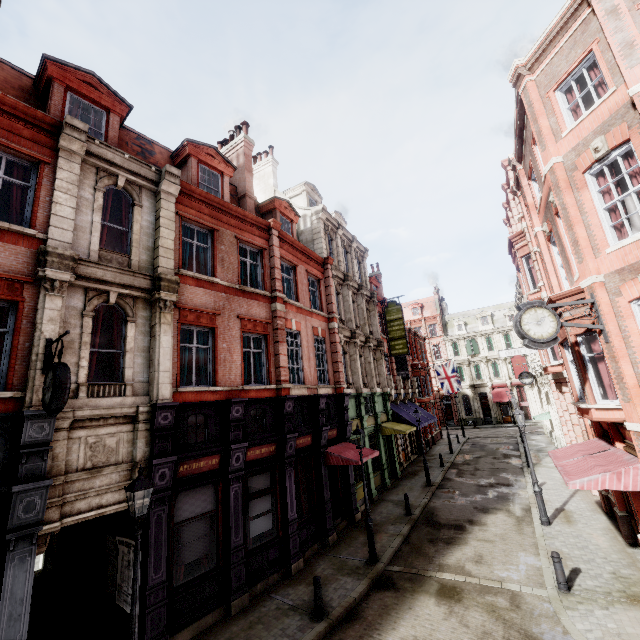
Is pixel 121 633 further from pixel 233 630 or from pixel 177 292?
pixel 177 292

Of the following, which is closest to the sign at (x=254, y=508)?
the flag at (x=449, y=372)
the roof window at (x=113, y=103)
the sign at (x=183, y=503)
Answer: the sign at (x=183, y=503)

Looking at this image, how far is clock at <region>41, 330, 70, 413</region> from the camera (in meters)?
6.34

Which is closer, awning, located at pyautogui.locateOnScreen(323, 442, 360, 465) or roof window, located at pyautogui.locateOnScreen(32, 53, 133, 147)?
roof window, located at pyautogui.locateOnScreen(32, 53, 133, 147)

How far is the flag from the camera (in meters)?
31.47

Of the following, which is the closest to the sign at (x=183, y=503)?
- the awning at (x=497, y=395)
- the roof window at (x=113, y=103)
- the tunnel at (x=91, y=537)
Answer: the tunnel at (x=91, y=537)

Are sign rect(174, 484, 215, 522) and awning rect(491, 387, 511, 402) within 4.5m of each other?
no

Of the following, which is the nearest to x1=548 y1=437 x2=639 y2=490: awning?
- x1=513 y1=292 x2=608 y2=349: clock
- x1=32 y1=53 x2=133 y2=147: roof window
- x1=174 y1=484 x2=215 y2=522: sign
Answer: x1=513 y1=292 x2=608 y2=349: clock
